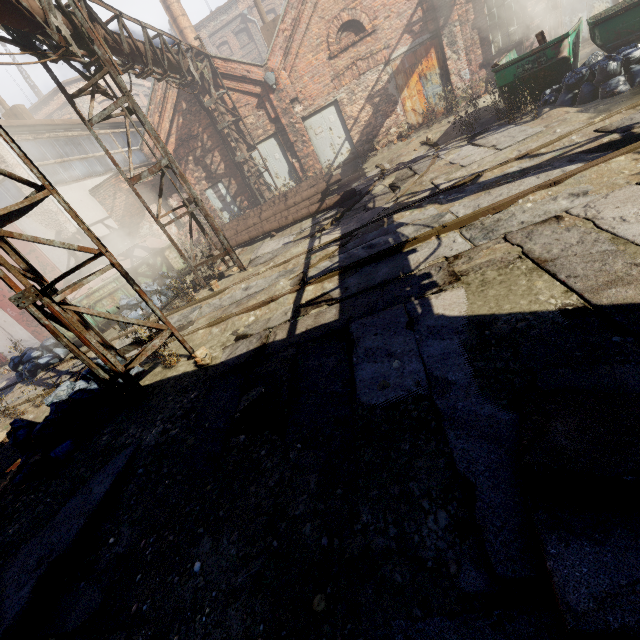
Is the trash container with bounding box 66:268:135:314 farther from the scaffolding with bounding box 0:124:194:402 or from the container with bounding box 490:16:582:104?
the container with bounding box 490:16:582:104

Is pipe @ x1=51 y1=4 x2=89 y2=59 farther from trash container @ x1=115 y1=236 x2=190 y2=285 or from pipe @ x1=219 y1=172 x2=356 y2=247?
trash container @ x1=115 y1=236 x2=190 y2=285

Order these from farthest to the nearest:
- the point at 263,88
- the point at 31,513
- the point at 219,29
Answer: the point at 219,29, the point at 263,88, the point at 31,513

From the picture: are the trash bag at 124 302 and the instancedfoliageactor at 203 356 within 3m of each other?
no

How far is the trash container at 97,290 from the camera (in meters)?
10.31

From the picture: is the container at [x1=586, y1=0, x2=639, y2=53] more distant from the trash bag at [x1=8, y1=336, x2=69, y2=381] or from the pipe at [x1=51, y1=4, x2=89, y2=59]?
the trash bag at [x1=8, y1=336, x2=69, y2=381]

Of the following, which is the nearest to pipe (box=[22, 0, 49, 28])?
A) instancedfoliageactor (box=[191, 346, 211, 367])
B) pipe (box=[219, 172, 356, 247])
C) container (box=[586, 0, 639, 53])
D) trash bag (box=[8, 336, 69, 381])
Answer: container (box=[586, 0, 639, 53])

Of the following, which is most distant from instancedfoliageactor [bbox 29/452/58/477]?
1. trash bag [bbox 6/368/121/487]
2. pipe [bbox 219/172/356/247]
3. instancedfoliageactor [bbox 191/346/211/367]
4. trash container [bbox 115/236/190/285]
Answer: pipe [bbox 219/172/356/247]
